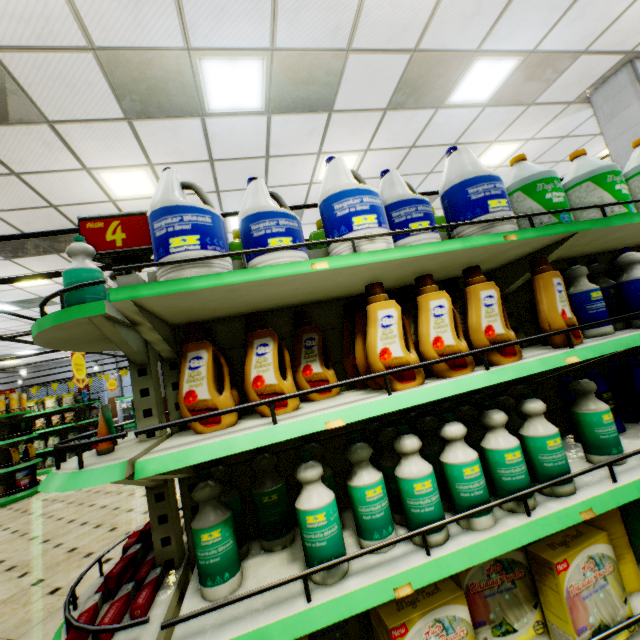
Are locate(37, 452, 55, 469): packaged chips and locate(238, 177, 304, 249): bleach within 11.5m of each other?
no

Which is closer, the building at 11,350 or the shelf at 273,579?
the shelf at 273,579

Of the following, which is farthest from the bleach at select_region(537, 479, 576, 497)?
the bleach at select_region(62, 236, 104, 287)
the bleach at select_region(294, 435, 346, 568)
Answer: the bleach at select_region(62, 236, 104, 287)

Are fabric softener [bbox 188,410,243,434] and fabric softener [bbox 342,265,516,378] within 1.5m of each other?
yes

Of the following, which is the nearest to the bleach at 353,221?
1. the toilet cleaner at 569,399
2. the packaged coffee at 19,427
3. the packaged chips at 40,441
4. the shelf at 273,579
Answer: the shelf at 273,579

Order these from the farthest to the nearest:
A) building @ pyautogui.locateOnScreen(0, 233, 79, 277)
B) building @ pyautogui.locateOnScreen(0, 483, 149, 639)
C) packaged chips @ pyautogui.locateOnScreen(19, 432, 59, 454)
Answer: packaged chips @ pyautogui.locateOnScreen(19, 432, 59, 454) < building @ pyautogui.locateOnScreen(0, 233, 79, 277) < building @ pyautogui.locateOnScreen(0, 483, 149, 639)

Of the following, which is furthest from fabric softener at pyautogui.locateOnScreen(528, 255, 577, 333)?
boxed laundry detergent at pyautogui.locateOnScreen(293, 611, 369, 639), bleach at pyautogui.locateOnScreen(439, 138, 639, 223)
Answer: boxed laundry detergent at pyautogui.locateOnScreen(293, 611, 369, 639)

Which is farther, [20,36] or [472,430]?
[20,36]
